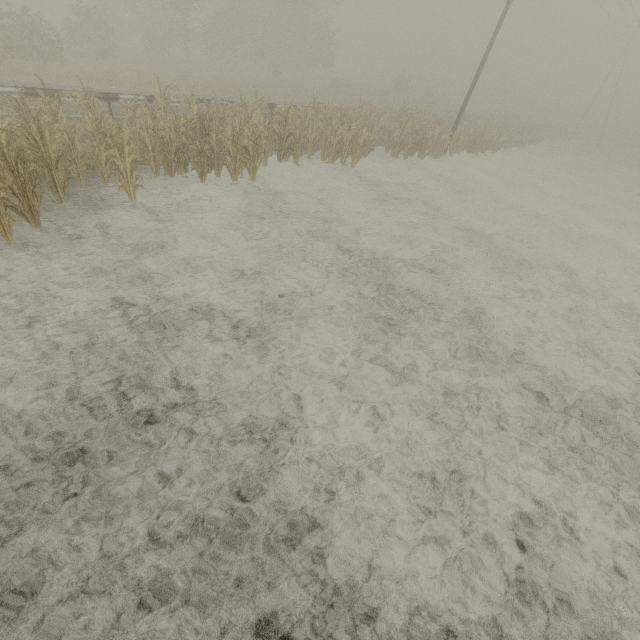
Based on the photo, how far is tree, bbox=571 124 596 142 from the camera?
50.42m

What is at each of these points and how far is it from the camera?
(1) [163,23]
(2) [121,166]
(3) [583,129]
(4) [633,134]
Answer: (1) tree, 33.97m
(2) tree, 7.81m
(3) tree, 56.62m
(4) tree, 58.38m

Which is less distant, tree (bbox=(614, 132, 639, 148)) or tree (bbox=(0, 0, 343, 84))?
tree (bbox=(0, 0, 343, 84))

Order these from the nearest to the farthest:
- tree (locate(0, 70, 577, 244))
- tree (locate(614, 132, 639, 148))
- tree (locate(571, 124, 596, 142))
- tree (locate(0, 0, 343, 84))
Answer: tree (locate(0, 70, 577, 244)) < tree (locate(0, 0, 343, 84)) < tree (locate(571, 124, 596, 142)) < tree (locate(614, 132, 639, 148))

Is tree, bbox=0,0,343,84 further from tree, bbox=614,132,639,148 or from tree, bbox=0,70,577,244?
tree, bbox=614,132,639,148

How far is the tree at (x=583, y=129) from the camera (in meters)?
50.42

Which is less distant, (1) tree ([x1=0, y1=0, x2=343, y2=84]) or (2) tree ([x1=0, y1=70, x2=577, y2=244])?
(2) tree ([x1=0, y1=70, x2=577, y2=244])

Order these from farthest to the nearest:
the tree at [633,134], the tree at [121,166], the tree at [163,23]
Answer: the tree at [633,134] → the tree at [163,23] → the tree at [121,166]
